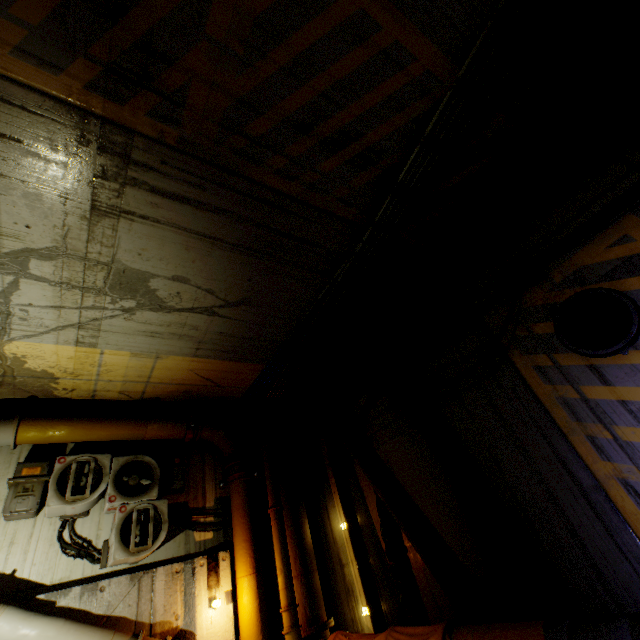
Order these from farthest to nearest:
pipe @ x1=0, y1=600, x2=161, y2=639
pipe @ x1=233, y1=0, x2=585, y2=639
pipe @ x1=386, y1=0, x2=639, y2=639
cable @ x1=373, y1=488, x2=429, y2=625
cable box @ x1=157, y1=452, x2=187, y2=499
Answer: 1. cable box @ x1=157, y1=452, x2=187, y2=499
2. cable @ x1=373, y1=488, x2=429, y2=625
3. pipe @ x1=0, y1=600, x2=161, y2=639
4. pipe @ x1=233, y1=0, x2=585, y2=639
5. pipe @ x1=386, y1=0, x2=639, y2=639

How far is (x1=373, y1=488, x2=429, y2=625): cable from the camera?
5.0m

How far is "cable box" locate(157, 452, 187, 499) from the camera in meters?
6.3 m

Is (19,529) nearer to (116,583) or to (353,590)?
(116,583)

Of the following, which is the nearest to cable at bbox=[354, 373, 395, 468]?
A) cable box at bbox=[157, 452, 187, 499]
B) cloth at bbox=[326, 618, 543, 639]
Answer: cloth at bbox=[326, 618, 543, 639]

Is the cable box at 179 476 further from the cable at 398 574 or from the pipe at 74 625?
the cable at 398 574

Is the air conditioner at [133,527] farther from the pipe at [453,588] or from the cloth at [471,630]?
the cloth at [471,630]

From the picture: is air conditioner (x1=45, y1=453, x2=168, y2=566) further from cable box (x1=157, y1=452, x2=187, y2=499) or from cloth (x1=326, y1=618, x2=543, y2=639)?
cloth (x1=326, y1=618, x2=543, y2=639)
